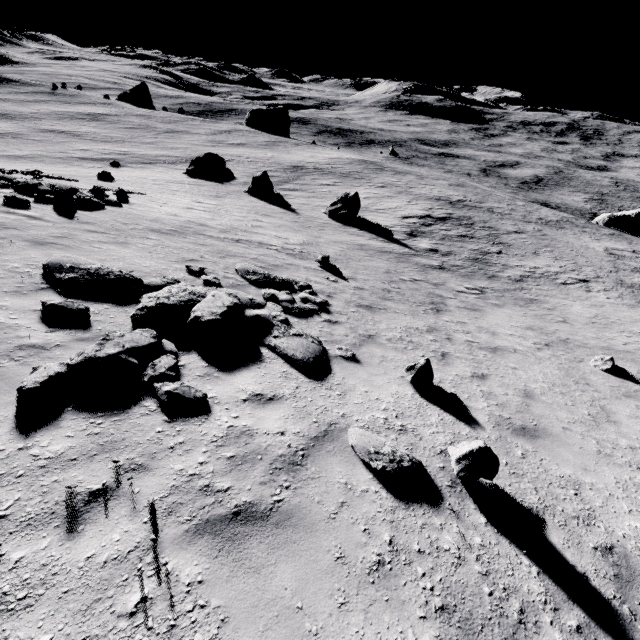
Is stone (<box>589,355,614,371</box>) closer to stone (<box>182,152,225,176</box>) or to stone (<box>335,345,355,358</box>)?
stone (<box>335,345,355,358</box>)

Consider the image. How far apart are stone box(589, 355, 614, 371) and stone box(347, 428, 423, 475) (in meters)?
10.15

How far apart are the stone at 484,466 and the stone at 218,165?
38.0 meters

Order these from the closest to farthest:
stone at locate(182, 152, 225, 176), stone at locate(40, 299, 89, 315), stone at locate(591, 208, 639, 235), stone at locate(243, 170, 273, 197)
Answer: stone at locate(40, 299, 89, 315)
stone at locate(243, 170, 273, 197)
stone at locate(182, 152, 225, 176)
stone at locate(591, 208, 639, 235)

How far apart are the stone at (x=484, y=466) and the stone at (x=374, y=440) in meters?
0.4

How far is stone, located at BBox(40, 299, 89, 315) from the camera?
5.6m

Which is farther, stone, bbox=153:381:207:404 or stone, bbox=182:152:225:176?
stone, bbox=182:152:225:176

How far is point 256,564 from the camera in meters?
3.0
